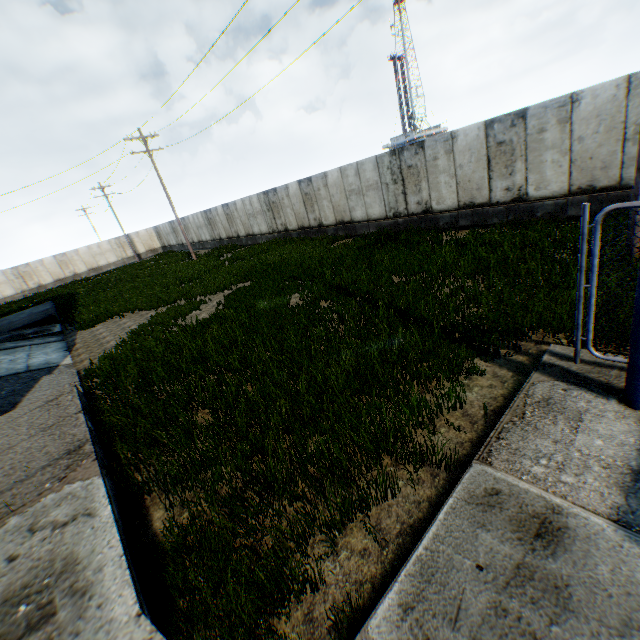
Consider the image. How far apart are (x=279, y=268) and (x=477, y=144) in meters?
9.2
